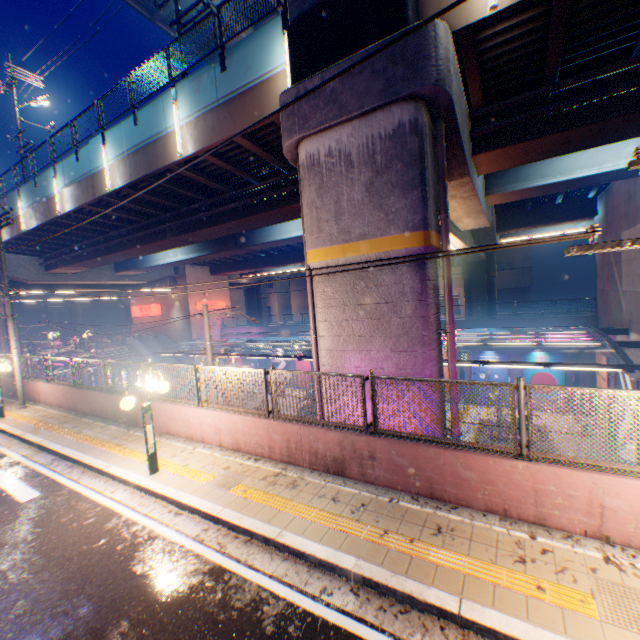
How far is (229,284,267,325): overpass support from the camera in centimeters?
4997cm

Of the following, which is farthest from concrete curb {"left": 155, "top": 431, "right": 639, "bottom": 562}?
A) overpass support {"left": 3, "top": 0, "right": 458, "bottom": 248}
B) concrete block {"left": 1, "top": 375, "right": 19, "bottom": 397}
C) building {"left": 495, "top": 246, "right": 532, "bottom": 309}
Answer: building {"left": 495, "top": 246, "right": 532, "bottom": 309}

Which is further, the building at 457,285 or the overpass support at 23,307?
the building at 457,285

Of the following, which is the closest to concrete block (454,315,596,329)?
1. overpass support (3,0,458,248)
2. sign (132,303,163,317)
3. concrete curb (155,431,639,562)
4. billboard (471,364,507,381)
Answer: billboard (471,364,507,381)

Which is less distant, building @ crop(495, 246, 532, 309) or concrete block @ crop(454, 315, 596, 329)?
concrete block @ crop(454, 315, 596, 329)

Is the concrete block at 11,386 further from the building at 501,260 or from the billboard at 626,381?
the building at 501,260

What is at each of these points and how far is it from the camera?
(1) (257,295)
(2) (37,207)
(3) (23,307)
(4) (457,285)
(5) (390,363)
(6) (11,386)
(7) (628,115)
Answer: (1) overpass support, 50.2 meters
(2) overpass support, 18.4 meters
(3) overpass support, 54.2 meters
(4) building, 45.9 meters
(5) overpass support, 7.7 meters
(6) concrete block, 16.7 meters
(7) overpass support, 8.2 meters

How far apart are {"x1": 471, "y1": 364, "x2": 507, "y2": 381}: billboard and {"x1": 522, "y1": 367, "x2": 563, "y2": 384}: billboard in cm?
83
